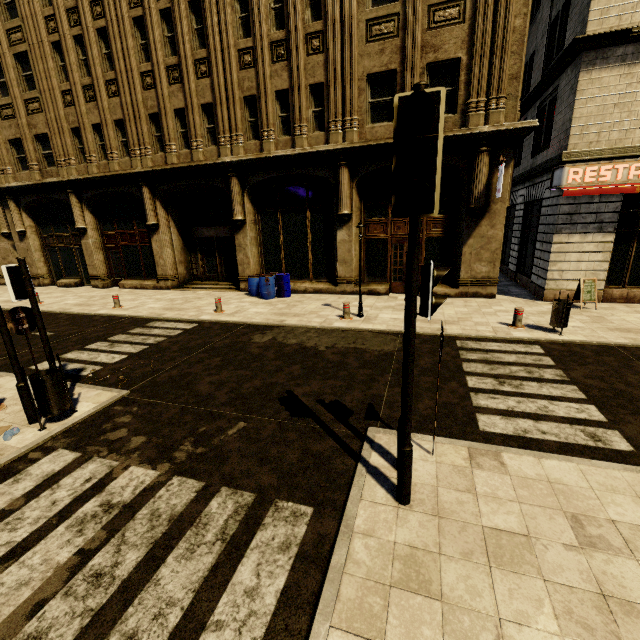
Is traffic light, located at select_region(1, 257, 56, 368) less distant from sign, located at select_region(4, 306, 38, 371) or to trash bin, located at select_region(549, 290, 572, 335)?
sign, located at select_region(4, 306, 38, 371)

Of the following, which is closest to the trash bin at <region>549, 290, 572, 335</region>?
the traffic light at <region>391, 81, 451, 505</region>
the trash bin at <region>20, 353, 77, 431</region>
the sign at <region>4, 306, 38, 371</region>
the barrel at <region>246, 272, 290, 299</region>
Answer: the traffic light at <region>391, 81, 451, 505</region>

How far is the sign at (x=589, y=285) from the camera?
10.5m

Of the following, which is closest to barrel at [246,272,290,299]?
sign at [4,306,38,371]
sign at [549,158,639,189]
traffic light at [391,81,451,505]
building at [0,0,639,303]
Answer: building at [0,0,639,303]

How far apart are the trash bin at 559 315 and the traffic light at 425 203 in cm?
729

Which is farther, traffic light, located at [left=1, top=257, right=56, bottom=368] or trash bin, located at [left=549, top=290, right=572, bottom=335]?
trash bin, located at [left=549, top=290, right=572, bottom=335]

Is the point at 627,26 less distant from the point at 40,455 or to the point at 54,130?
the point at 40,455

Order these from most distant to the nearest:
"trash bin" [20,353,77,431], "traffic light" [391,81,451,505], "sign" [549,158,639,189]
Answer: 1. "sign" [549,158,639,189]
2. "trash bin" [20,353,77,431]
3. "traffic light" [391,81,451,505]
